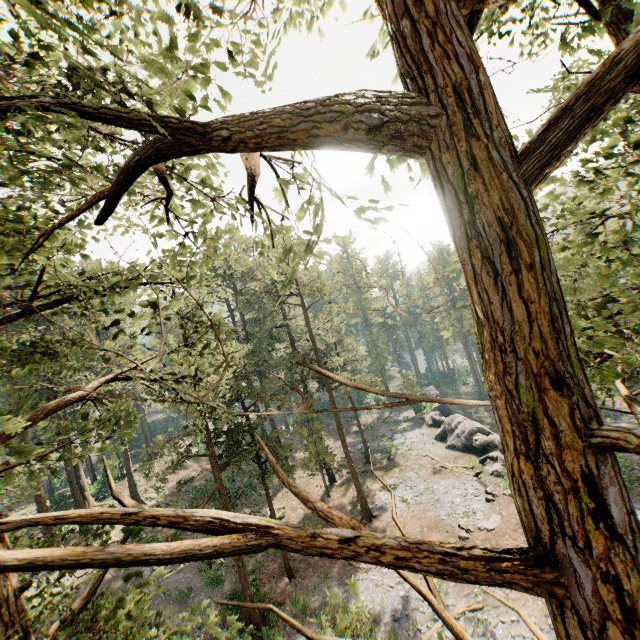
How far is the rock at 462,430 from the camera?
30.7m

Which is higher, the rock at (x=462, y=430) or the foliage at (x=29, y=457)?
the foliage at (x=29, y=457)

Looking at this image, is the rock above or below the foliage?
below

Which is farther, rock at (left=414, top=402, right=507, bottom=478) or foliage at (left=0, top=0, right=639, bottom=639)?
rock at (left=414, top=402, right=507, bottom=478)

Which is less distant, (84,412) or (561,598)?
(561,598)

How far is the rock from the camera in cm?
3066
